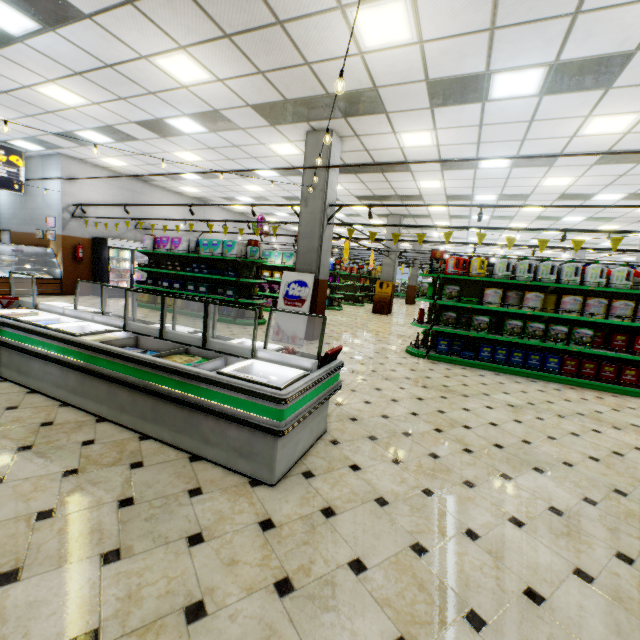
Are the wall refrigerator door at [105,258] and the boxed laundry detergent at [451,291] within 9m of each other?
no

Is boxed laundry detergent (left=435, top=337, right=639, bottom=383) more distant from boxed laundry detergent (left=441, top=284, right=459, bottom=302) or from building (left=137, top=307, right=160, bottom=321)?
boxed laundry detergent (left=441, top=284, right=459, bottom=302)

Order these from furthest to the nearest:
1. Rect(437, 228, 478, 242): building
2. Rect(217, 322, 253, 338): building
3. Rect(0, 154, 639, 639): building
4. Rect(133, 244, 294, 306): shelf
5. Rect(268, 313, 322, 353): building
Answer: Rect(437, 228, 478, 242): building
Rect(133, 244, 294, 306): shelf
Rect(217, 322, 253, 338): building
Rect(268, 313, 322, 353): building
Rect(0, 154, 639, 639): building

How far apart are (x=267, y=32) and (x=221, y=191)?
10.89m

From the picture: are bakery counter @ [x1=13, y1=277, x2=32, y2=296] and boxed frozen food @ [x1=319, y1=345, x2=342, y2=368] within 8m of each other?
no

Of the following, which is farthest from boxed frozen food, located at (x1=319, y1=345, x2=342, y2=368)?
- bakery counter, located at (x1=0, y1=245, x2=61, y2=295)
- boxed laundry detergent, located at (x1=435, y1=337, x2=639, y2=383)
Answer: bakery counter, located at (x1=0, y1=245, x2=61, y2=295)

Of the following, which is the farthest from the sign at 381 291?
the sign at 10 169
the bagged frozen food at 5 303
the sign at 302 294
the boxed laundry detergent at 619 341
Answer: the sign at 10 169

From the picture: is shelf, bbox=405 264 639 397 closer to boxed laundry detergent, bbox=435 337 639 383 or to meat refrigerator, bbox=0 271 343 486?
boxed laundry detergent, bbox=435 337 639 383
